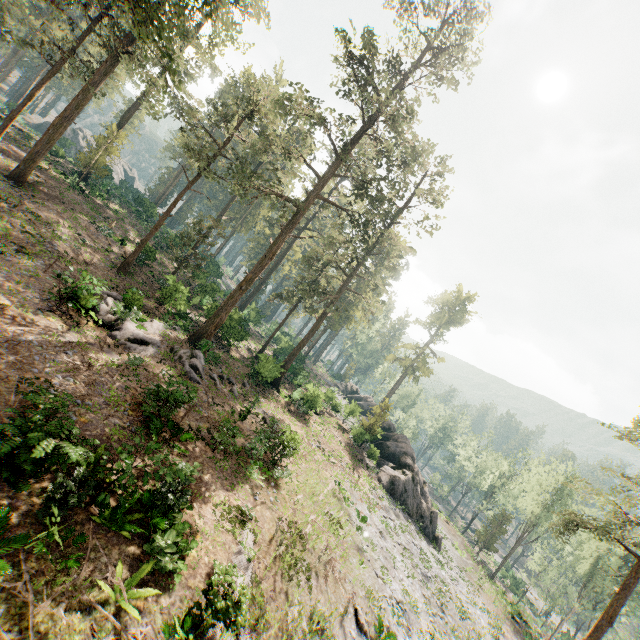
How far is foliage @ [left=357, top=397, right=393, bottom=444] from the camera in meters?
35.9 m

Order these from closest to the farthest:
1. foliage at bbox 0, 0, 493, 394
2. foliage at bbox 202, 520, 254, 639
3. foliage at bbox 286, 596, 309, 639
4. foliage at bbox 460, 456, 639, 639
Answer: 1. foliage at bbox 202, 520, 254, 639
2. foliage at bbox 286, 596, 309, 639
3. foliage at bbox 460, 456, 639, 639
4. foliage at bbox 0, 0, 493, 394

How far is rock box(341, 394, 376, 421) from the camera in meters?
40.4

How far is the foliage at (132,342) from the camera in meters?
17.3

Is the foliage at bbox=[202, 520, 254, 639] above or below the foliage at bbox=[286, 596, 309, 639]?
above

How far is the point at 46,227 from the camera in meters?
22.3 m

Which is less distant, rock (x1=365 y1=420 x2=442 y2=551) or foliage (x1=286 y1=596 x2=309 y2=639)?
foliage (x1=286 y1=596 x2=309 y2=639)
